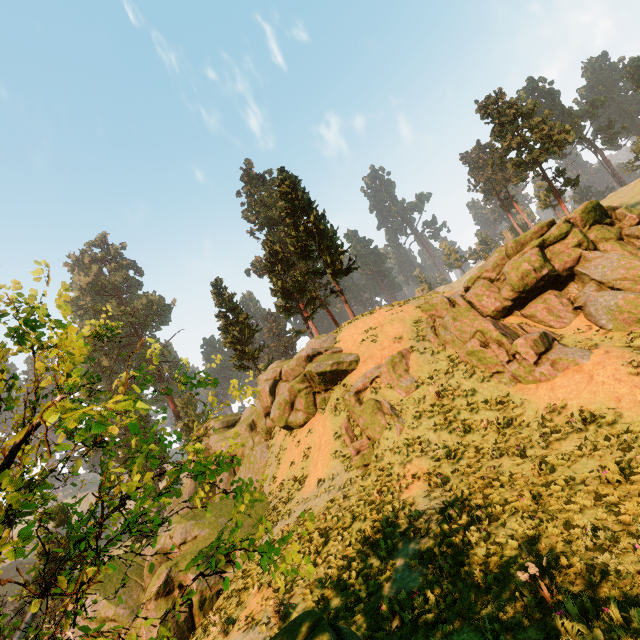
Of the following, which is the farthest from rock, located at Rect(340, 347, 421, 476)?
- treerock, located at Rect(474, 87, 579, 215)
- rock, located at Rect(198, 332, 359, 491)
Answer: treerock, located at Rect(474, 87, 579, 215)

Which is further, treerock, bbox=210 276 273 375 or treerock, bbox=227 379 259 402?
treerock, bbox=210 276 273 375

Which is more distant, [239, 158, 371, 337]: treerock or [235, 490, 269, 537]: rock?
[239, 158, 371, 337]: treerock

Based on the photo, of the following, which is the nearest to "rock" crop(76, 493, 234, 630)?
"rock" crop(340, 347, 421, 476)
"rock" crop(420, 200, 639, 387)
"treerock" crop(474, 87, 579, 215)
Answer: "rock" crop(340, 347, 421, 476)

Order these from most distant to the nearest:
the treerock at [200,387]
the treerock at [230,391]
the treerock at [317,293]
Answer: the treerock at [317,293], the treerock at [230,391], the treerock at [200,387]

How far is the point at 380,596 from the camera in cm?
848

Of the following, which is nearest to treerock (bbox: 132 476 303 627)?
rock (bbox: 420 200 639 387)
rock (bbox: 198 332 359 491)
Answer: rock (bbox: 198 332 359 491)

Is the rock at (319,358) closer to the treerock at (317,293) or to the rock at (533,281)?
the treerock at (317,293)
